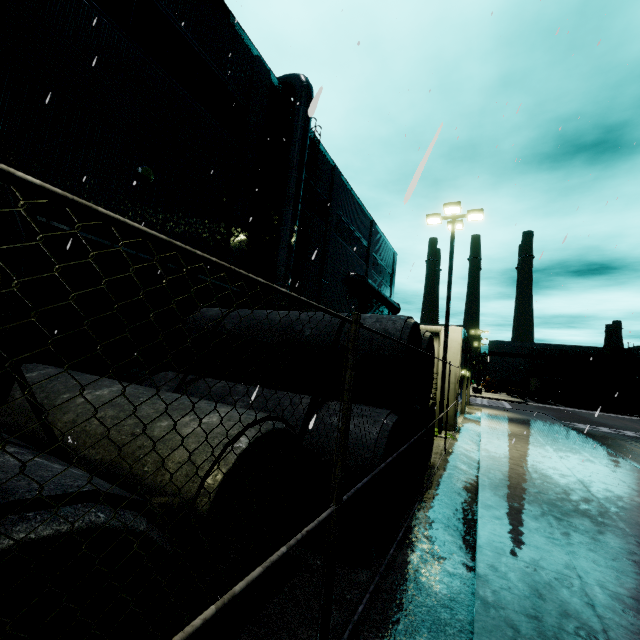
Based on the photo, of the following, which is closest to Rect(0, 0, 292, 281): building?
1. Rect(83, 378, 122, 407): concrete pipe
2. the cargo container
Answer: the cargo container

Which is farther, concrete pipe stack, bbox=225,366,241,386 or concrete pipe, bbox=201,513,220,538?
concrete pipe stack, bbox=225,366,241,386

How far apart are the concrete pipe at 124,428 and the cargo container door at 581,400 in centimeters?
5545cm

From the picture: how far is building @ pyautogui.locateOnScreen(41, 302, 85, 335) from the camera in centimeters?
757cm

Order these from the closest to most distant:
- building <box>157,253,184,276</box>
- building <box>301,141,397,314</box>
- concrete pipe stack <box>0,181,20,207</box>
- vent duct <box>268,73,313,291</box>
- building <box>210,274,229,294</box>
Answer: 1. concrete pipe stack <box>0,181,20,207</box>
2. building <box>157,253,184,276</box>
3. building <box>210,274,229,294</box>
4. vent duct <box>268,73,313,291</box>
5. building <box>301,141,397,314</box>

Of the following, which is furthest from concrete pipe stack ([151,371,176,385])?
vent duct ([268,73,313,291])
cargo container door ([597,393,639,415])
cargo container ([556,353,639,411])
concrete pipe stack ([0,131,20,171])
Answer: cargo container door ([597,393,639,415])

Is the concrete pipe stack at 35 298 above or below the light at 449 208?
below

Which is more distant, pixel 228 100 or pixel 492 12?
pixel 228 100
